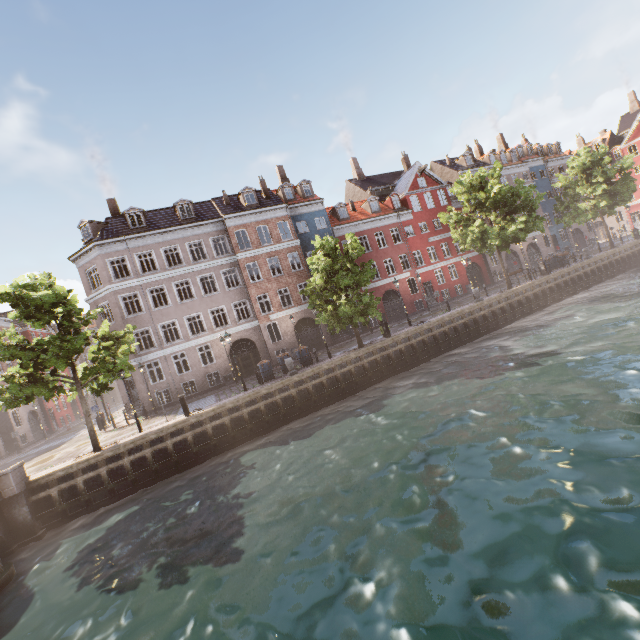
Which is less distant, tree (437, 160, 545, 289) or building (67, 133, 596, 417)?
tree (437, 160, 545, 289)

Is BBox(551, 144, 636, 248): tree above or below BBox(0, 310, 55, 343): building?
below

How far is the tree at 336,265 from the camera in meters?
20.2

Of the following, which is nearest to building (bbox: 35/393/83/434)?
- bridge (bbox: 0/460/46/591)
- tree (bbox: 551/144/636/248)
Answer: tree (bbox: 551/144/636/248)

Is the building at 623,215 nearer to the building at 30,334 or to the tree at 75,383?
the tree at 75,383

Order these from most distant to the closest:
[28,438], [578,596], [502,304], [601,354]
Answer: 1. [28,438]
2. [502,304]
3. [601,354]
4. [578,596]

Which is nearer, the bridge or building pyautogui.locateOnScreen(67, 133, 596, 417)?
the bridge

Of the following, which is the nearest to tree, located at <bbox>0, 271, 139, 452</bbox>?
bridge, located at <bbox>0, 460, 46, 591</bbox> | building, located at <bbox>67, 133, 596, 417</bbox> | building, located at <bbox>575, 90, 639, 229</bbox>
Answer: building, located at <bbox>575, 90, 639, 229</bbox>
